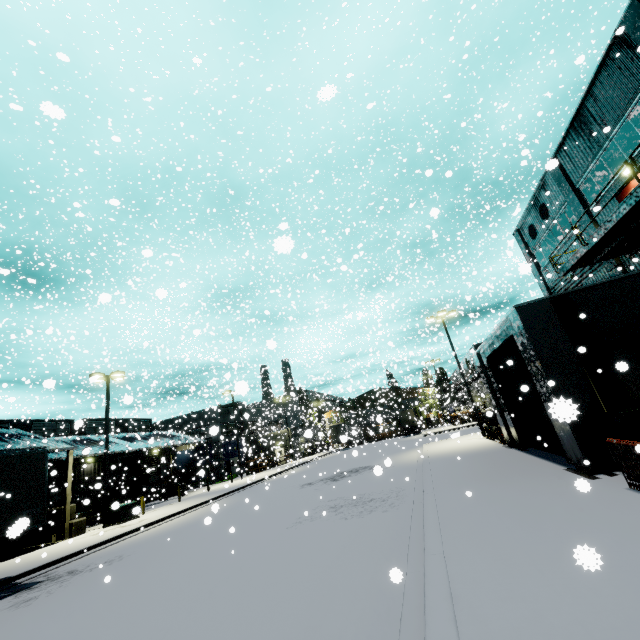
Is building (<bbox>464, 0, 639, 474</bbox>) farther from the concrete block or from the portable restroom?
the portable restroom

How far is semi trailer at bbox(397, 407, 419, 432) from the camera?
51.16m

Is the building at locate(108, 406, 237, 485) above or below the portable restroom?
above

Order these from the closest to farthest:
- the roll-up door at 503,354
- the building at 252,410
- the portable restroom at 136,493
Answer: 1. the roll-up door at 503,354
2. the portable restroom at 136,493
3. the building at 252,410

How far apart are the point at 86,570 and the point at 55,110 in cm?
1566

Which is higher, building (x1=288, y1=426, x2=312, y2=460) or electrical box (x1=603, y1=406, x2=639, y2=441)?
building (x1=288, y1=426, x2=312, y2=460)

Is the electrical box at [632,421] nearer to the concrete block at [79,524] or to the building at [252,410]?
the building at [252,410]
